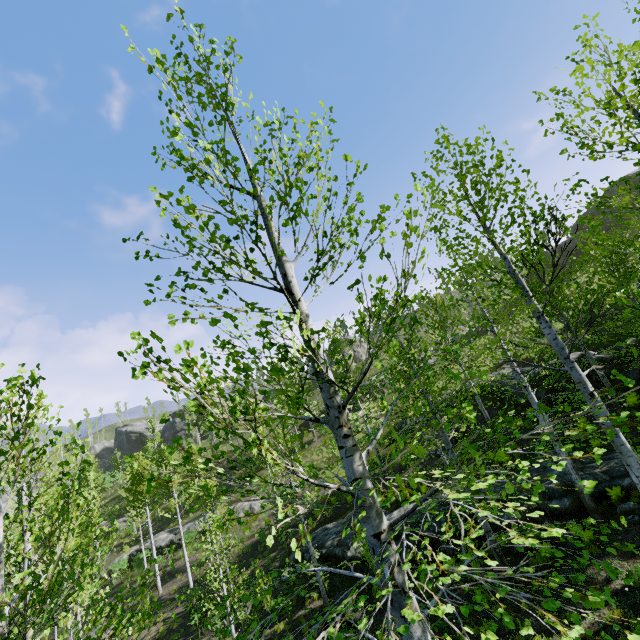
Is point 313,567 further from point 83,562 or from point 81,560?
point 83,562

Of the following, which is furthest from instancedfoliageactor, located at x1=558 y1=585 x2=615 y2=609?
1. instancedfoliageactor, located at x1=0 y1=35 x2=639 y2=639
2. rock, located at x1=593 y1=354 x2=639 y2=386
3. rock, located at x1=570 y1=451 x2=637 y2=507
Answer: instancedfoliageactor, located at x1=0 y1=35 x2=639 y2=639

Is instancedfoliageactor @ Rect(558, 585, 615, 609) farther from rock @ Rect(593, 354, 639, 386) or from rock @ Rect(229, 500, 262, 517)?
rock @ Rect(229, 500, 262, 517)

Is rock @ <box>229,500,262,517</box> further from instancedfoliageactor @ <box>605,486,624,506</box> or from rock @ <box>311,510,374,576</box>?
rock @ <box>311,510,374,576</box>

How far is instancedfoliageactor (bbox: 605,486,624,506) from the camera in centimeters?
1088cm

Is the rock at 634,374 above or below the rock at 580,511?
above

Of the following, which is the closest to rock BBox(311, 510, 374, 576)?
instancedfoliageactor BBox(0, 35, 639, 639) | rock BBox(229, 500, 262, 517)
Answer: rock BBox(229, 500, 262, 517)

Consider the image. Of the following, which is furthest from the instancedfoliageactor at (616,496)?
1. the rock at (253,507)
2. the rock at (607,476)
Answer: the rock at (607,476)
